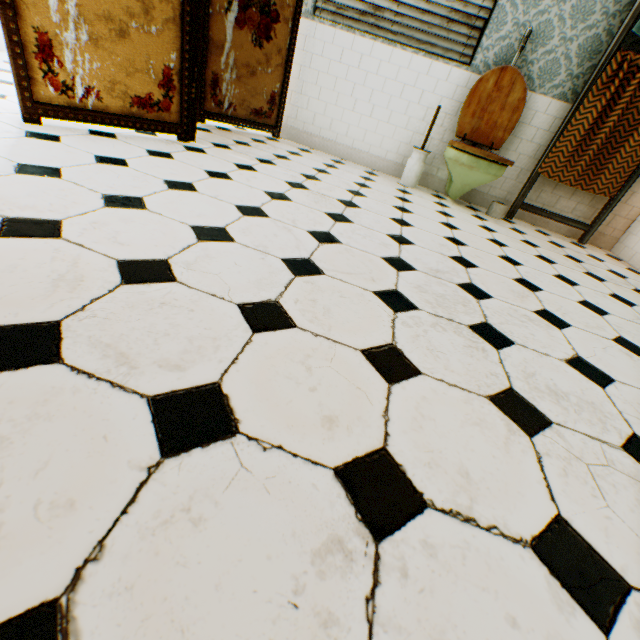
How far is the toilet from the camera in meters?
3.0

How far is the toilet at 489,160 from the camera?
3.0m

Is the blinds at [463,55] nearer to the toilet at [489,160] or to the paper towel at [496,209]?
the toilet at [489,160]

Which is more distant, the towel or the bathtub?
the bathtub

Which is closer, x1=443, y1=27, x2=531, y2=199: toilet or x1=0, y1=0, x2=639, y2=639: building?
x1=0, y1=0, x2=639, y2=639: building

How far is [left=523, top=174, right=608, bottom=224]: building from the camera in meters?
3.6 m

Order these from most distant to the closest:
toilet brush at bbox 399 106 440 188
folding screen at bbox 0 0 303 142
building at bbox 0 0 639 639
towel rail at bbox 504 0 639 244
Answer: toilet brush at bbox 399 106 440 188
towel rail at bbox 504 0 639 244
folding screen at bbox 0 0 303 142
building at bbox 0 0 639 639

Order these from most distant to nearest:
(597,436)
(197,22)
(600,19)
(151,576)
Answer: (600,19) < (197,22) < (597,436) < (151,576)
